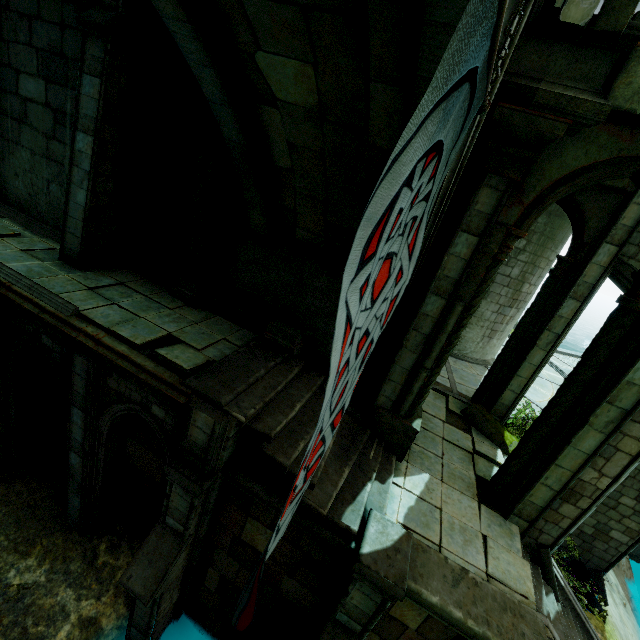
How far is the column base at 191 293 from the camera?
8.0m

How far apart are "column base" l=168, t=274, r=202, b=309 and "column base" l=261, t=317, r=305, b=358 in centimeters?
191cm

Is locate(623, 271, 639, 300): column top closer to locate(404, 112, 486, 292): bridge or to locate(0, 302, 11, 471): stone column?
locate(404, 112, 486, 292): bridge

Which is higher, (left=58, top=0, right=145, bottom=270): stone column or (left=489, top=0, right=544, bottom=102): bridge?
(left=489, top=0, right=544, bottom=102): bridge

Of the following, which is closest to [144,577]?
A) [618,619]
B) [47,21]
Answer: [47,21]

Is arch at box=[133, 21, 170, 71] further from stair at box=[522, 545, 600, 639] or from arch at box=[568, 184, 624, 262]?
stair at box=[522, 545, 600, 639]

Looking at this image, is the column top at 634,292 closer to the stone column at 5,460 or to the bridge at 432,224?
the bridge at 432,224

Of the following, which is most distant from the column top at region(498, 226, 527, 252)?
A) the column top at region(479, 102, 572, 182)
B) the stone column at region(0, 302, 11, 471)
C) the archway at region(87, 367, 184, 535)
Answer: the stone column at region(0, 302, 11, 471)
